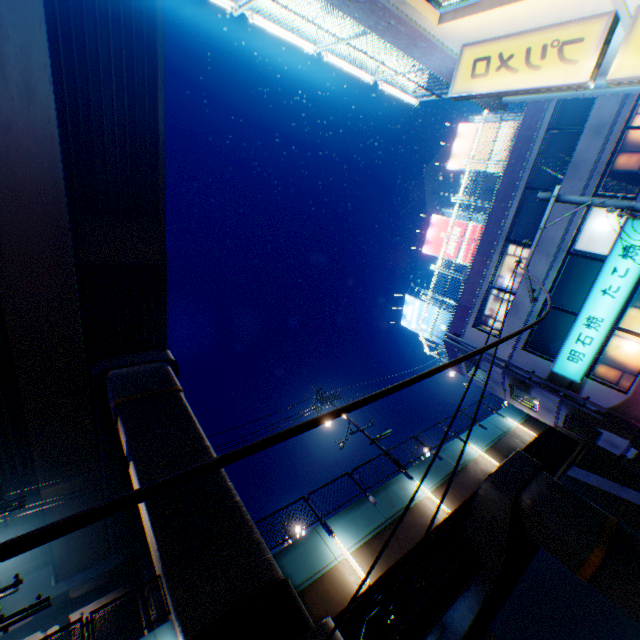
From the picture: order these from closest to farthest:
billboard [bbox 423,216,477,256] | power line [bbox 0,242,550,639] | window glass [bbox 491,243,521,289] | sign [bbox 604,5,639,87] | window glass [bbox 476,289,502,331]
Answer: power line [bbox 0,242,550,639]
sign [bbox 604,5,639,87]
window glass [bbox 491,243,521,289]
window glass [bbox 476,289,502,331]
billboard [bbox 423,216,477,256]

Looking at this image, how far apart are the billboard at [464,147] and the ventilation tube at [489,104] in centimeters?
1236cm

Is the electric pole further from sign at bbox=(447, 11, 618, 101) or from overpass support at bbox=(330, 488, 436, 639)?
overpass support at bbox=(330, 488, 436, 639)

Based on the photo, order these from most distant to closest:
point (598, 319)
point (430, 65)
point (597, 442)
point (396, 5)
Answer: point (597, 442) → point (598, 319) → point (430, 65) → point (396, 5)

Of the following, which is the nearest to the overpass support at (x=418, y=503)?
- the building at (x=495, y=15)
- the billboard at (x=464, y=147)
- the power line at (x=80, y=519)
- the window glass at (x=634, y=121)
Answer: the power line at (x=80, y=519)

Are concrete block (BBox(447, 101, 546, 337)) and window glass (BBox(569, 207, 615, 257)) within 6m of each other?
yes

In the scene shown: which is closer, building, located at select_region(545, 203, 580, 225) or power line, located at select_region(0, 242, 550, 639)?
power line, located at select_region(0, 242, 550, 639)

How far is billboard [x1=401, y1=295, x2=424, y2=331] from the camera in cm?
2430
